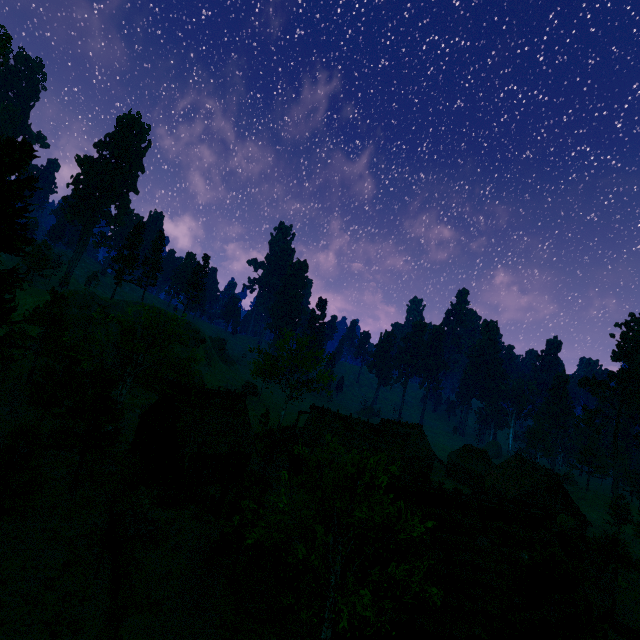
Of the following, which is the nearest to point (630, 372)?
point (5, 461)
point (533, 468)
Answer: point (533, 468)

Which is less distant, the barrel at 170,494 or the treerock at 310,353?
the barrel at 170,494

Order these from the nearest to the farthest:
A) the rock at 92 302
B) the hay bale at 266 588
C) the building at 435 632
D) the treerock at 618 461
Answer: the building at 435 632
the hay bale at 266 588
the treerock at 618 461
the rock at 92 302

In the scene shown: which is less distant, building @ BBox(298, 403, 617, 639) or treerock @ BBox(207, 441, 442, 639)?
treerock @ BBox(207, 441, 442, 639)

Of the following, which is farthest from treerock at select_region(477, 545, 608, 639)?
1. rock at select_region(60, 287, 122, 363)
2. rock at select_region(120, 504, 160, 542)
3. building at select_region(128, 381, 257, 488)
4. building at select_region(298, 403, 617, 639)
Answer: rock at select_region(120, 504, 160, 542)

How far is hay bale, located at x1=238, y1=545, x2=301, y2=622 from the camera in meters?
16.6

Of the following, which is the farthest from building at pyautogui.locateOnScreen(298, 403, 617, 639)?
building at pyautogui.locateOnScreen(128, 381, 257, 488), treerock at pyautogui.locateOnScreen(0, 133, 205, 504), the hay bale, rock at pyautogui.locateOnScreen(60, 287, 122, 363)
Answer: rock at pyautogui.locateOnScreen(60, 287, 122, 363)
